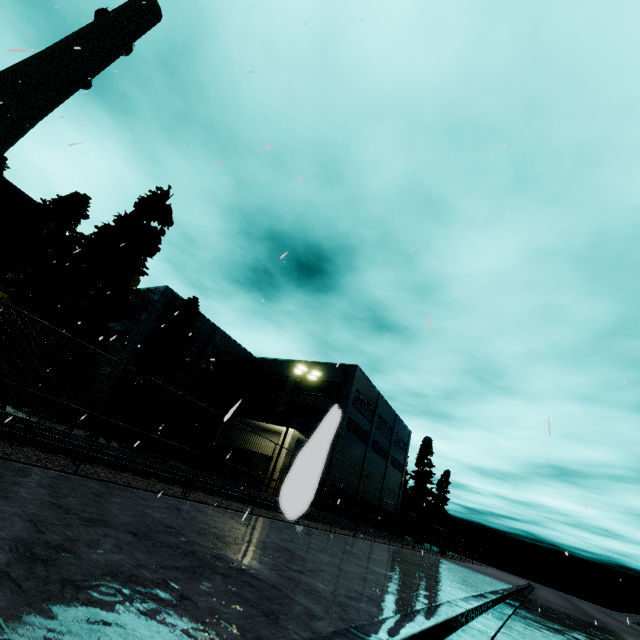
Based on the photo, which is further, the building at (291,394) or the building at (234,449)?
the building at (291,394)

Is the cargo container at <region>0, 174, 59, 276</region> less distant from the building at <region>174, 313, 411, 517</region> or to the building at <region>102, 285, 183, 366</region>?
the building at <region>174, 313, 411, 517</region>

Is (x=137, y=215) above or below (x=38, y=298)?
above

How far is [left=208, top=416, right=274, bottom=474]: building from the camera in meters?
26.6

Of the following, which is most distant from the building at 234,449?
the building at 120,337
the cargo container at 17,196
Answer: the building at 120,337

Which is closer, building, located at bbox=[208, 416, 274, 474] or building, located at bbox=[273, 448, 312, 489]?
building, located at bbox=[273, 448, 312, 489]

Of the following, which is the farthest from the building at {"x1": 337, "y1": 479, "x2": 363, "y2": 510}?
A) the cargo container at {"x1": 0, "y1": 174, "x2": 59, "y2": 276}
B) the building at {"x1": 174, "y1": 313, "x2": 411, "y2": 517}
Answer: the building at {"x1": 174, "y1": 313, "x2": 411, "y2": 517}
